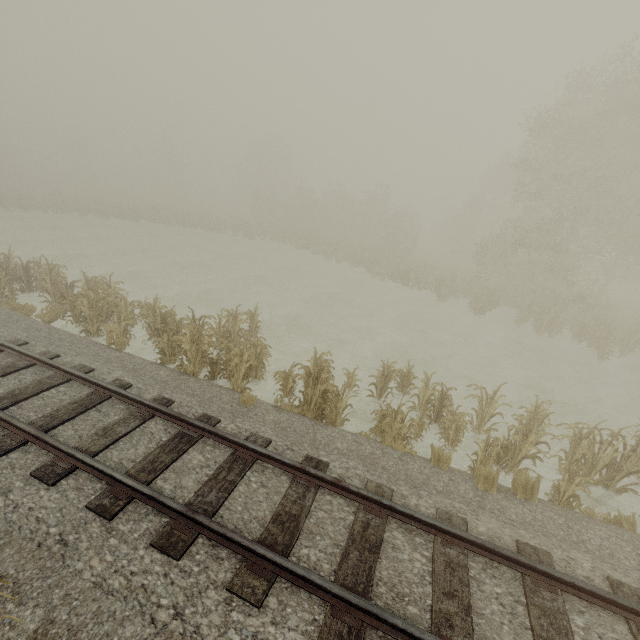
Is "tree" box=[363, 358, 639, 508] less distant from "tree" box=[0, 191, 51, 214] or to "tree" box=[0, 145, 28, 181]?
"tree" box=[0, 191, 51, 214]

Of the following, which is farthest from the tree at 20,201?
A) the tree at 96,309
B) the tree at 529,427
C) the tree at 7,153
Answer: the tree at 529,427

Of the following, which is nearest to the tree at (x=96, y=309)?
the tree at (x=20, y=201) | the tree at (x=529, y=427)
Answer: the tree at (x=529, y=427)

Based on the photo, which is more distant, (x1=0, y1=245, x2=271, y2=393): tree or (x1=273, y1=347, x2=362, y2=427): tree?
(x1=0, y1=245, x2=271, y2=393): tree

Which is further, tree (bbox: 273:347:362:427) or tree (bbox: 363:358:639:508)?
tree (bbox: 273:347:362:427)

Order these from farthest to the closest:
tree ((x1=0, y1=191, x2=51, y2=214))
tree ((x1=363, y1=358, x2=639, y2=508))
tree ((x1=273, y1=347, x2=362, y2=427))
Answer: tree ((x1=0, y1=191, x2=51, y2=214)) < tree ((x1=273, y1=347, x2=362, y2=427)) < tree ((x1=363, y1=358, x2=639, y2=508))

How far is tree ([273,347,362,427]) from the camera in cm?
785

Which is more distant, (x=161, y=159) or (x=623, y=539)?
(x=161, y=159)
